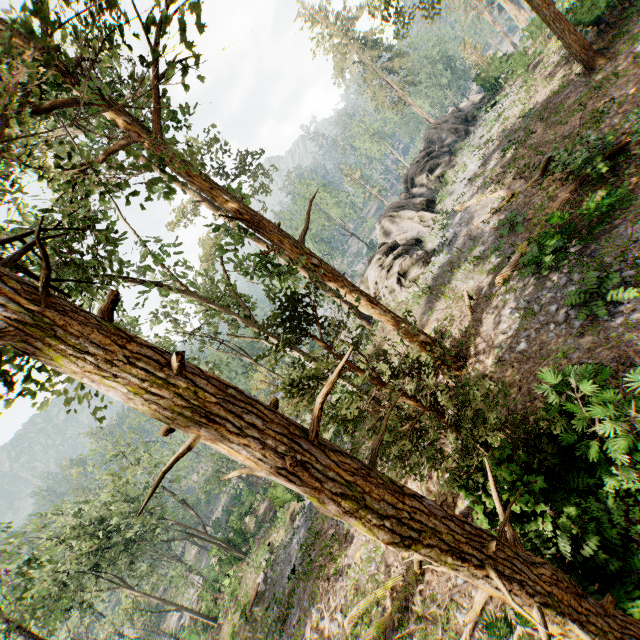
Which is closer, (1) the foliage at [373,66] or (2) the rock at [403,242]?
(1) the foliage at [373,66]

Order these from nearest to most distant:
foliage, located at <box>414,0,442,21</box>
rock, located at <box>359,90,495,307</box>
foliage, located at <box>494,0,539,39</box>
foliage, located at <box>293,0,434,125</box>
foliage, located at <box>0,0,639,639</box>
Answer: foliage, located at <box>0,0,639,639</box>, foliage, located at <box>414,0,442,21</box>, foliage, located at <box>293,0,434,125</box>, rock, located at <box>359,90,495,307</box>, foliage, located at <box>494,0,539,39</box>

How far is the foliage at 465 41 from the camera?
30.8m

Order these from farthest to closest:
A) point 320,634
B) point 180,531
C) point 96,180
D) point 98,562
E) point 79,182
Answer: point 180,531 < point 98,562 < point 96,180 < point 320,634 < point 79,182

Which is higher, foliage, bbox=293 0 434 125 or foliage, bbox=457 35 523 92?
foliage, bbox=293 0 434 125

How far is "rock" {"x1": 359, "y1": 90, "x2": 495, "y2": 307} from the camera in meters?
21.9 m

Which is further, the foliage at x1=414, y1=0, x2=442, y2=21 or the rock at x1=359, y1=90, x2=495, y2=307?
the rock at x1=359, y1=90, x2=495, y2=307
